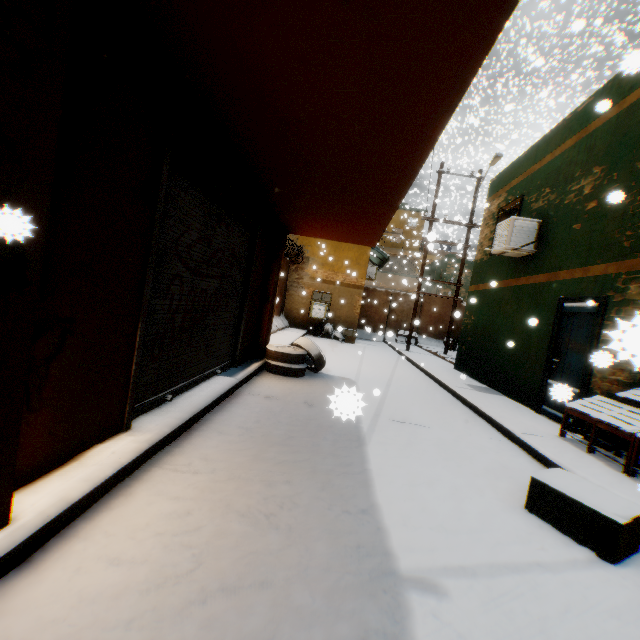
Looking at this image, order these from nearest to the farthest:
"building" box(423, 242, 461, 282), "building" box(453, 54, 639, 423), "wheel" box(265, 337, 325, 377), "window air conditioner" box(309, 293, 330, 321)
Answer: "building" box(453, 54, 639, 423) < "wheel" box(265, 337, 325, 377) < "window air conditioner" box(309, 293, 330, 321) < "building" box(423, 242, 461, 282)

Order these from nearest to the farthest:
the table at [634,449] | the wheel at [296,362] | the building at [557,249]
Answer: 1. the table at [634,449]
2. the building at [557,249]
3. the wheel at [296,362]

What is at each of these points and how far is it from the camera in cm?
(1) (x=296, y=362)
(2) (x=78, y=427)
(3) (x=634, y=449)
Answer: (1) wheel, 728
(2) building, 249
(3) table, 411

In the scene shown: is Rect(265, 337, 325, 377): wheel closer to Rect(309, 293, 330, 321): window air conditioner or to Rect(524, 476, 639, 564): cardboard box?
Rect(524, 476, 639, 564): cardboard box

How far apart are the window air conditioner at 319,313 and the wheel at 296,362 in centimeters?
811cm

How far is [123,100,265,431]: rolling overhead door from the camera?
3.05m

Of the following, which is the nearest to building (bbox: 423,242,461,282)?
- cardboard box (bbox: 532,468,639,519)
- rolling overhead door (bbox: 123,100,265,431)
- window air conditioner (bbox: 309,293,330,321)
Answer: rolling overhead door (bbox: 123,100,265,431)

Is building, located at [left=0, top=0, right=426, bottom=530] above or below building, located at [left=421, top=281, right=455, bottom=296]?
below
